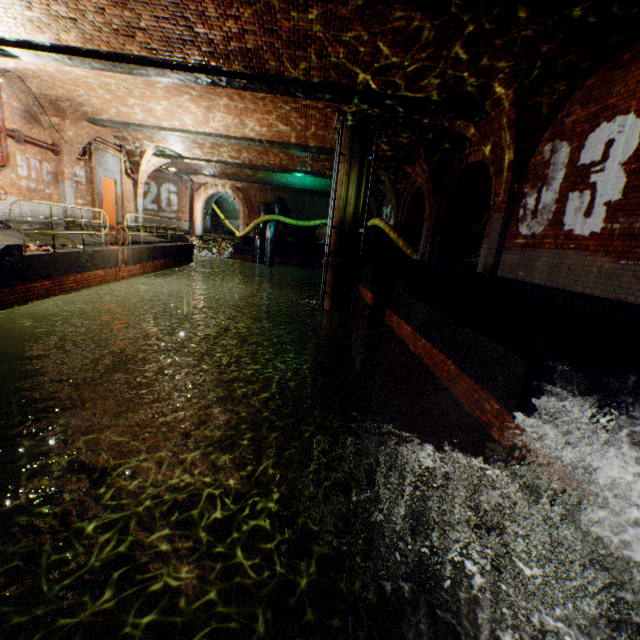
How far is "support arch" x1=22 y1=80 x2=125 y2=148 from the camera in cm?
973

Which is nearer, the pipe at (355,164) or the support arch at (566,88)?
the support arch at (566,88)

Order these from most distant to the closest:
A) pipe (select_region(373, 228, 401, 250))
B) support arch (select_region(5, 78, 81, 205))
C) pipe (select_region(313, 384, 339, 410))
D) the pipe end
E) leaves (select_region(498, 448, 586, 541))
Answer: pipe (select_region(373, 228, 401, 250)), pipe (select_region(313, 384, 339, 410)), support arch (select_region(5, 78, 81, 205)), the pipe end, leaves (select_region(498, 448, 586, 541))

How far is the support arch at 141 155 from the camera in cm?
1506

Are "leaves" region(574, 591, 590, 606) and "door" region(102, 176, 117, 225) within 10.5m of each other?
no

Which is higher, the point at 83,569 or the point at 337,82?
the point at 337,82

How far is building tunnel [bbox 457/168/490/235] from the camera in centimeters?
1513cm

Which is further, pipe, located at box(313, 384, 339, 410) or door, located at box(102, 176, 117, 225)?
door, located at box(102, 176, 117, 225)
